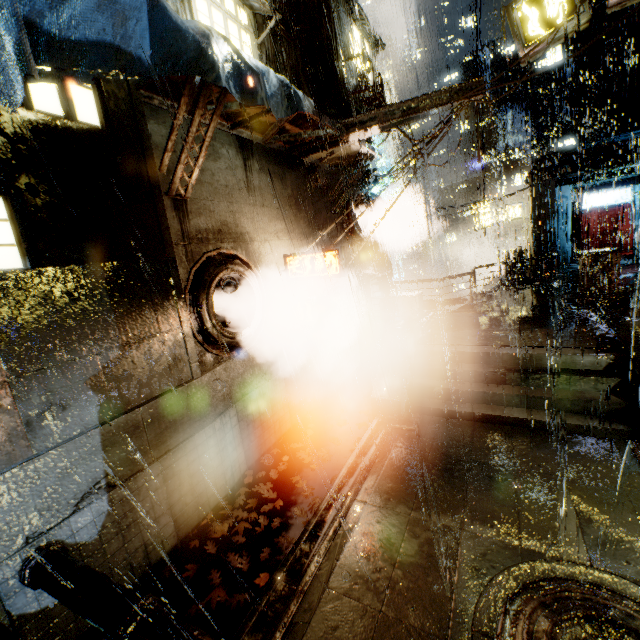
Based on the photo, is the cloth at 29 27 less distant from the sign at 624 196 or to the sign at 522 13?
the sign at 522 13

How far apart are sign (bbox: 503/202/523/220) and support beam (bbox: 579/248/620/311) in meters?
14.3

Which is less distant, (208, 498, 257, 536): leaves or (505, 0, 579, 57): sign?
(208, 498, 257, 536): leaves

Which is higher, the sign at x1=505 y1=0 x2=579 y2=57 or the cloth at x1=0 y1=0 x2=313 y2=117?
the sign at x1=505 y1=0 x2=579 y2=57

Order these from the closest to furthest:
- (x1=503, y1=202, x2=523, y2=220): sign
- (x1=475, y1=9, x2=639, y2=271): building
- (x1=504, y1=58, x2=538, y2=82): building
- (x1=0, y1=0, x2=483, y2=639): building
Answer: (x1=0, y1=0, x2=483, y2=639): building → (x1=475, y1=9, x2=639, y2=271): building → (x1=503, y1=202, x2=523, y2=220): sign → (x1=504, y1=58, x2=538, y2=82): building

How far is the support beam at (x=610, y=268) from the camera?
12.4m

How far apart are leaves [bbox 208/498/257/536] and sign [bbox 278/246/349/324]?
4.37m

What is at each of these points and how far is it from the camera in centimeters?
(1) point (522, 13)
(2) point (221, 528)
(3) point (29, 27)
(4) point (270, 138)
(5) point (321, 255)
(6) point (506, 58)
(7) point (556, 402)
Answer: (1) sign, 791cm
(2) leaves, 664cm
(3) cloth, 309cm
(4) building, 895cm
(5) sign, 896cm
(6) building, 5959cm
(7) stairs, 819cm
